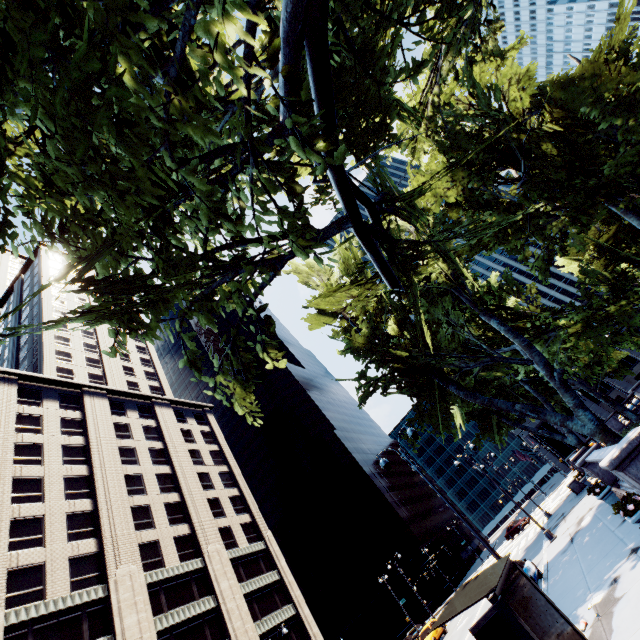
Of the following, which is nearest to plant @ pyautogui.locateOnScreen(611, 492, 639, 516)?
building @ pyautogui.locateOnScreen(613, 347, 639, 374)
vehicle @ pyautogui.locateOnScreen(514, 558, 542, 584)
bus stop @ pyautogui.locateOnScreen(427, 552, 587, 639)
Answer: bus stop @ pyautogui.locateOnScreen(427, 552, 587, 639)

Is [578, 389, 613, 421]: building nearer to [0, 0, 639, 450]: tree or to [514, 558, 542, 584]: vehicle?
[0, 0, 639, 450]: tree

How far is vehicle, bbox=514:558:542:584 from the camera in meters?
15.6 m

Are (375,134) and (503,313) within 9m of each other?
no

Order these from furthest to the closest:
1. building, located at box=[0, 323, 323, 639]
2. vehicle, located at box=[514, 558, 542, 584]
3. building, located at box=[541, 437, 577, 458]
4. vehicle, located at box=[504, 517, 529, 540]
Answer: building, located at box=[541, 437, 577, 458], vehicle, located at box=[504, 517, 529, 540], building, located at box=[0, 323, 323, 639], vehicle, located at box=[514, 558, 542, 584]

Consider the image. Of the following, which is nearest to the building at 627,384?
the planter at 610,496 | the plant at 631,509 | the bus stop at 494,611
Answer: the planter at 610,496

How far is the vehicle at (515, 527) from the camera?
44.1m

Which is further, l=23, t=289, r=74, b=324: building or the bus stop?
l=23, t=289, r=74, b=324: building
